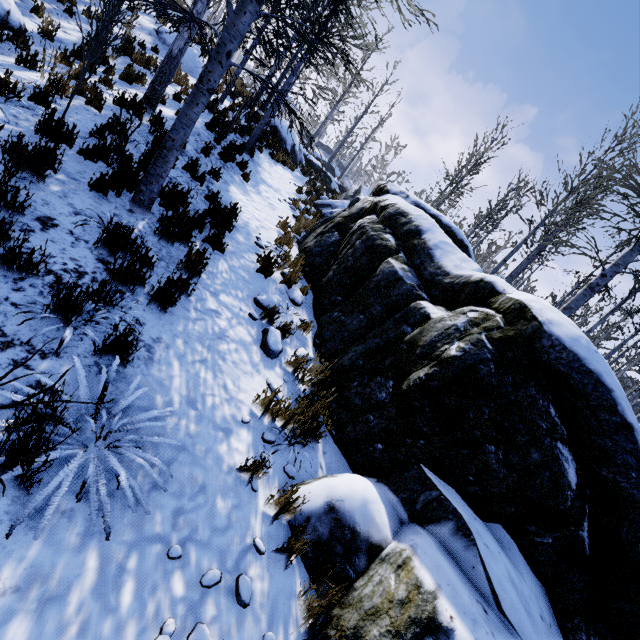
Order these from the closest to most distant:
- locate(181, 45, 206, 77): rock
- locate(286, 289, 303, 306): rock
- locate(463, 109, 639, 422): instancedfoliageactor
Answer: locate(286, 289, 303, 306): rock → locate(463, 109, 639, 422): instancedfoliageactor → locate(181, 45, 206, 77): rock

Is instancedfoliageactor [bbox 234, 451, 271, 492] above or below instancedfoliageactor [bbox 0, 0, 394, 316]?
below

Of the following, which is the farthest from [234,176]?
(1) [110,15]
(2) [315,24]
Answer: (2) [315,24]

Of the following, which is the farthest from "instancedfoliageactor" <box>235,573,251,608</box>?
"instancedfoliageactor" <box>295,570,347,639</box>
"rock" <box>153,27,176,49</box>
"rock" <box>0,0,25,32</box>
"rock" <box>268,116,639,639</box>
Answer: "rock" <box>153,27,176,49</box>

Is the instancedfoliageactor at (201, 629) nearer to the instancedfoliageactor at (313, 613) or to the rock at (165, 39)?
the instancedfoliageactor at (313, 613)

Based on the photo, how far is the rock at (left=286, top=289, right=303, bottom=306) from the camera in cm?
599

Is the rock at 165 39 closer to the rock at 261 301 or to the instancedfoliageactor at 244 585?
the rock at 261 301
